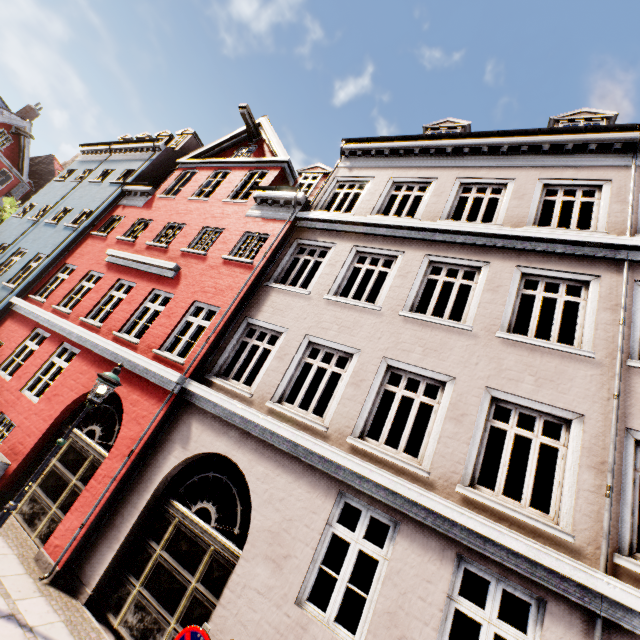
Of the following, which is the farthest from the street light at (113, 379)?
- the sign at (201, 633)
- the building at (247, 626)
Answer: the sign at (201, 633)

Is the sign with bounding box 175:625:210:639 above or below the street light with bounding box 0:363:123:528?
below

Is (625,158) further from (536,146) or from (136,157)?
(136,157)

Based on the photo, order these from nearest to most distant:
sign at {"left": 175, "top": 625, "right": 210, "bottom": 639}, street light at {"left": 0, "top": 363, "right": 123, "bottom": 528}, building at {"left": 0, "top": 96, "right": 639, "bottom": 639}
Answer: sign at {"left": 175, "top": 625, "right": 210, "bottom": 639} → building at {"left": 0, "top": 96, "right": 639, "bottom": 639} → street light at {"left": 0, "top": 363, "right": 123, "bottom": 528}

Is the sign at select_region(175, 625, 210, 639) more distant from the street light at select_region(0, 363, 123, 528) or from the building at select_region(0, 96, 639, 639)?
the street light at select_region(0, 363, 123, 528)

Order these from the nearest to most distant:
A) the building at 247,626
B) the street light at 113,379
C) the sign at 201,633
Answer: the sign at 201,633 → the building at 247,626 → the street light at 113,379

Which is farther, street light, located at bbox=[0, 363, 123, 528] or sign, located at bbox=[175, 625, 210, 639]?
street light, located at bbox=[0, 363, 123, 528]

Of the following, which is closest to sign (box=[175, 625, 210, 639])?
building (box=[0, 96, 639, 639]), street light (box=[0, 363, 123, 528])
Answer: building (box=[0, 96, 639, 639])
